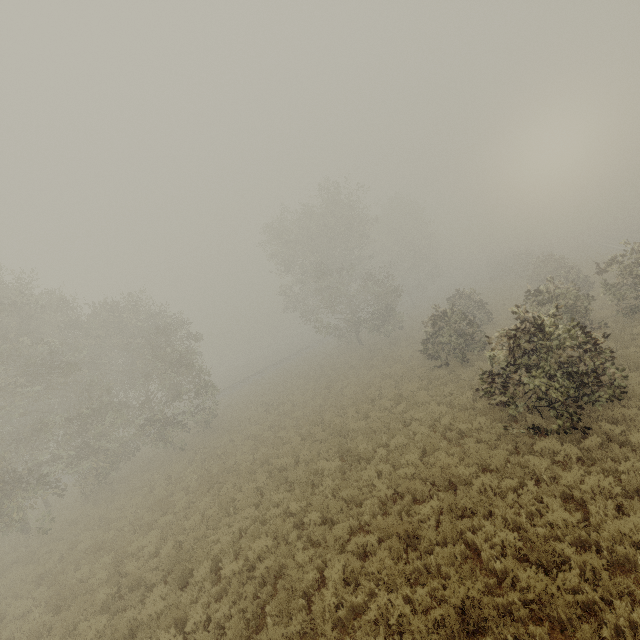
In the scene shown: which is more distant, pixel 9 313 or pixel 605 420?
pixel 9 313

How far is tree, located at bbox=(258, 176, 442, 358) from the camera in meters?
31.2 m

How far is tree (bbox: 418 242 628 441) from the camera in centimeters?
887cm

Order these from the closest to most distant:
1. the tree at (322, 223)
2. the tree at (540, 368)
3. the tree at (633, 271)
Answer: the tree at (540, 368)
the tree at (633, 271)
the tree at (322, 223)

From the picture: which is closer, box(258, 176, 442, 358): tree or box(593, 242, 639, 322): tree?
box(593, 242, 639, 322): tree

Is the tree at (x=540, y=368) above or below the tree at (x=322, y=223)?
below

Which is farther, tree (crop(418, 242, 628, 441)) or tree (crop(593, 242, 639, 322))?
tree (crop(593, 242, 639, 322))
